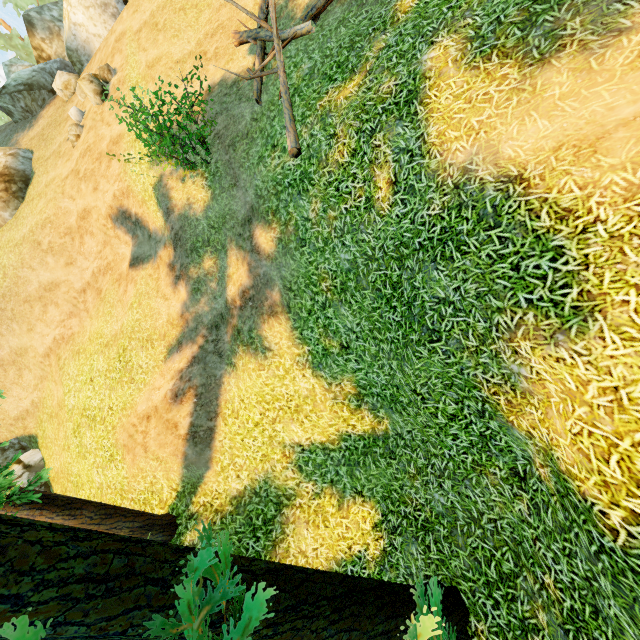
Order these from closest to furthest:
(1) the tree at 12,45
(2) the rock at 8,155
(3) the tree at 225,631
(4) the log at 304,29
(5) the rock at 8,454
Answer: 1. (3) the tree at 225,631
2. (4) the log at 304,29
3. (5) the rock at 8,454
4. (2) the rock at 8,155
5. (1) the tree at 12,45

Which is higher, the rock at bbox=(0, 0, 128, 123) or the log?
the rock at bbox=(0, 0, 128, 123)

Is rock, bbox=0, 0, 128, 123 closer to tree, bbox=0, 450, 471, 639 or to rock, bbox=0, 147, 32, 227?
rock, bbox=0, 147, 32, 227

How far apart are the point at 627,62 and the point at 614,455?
4.1m

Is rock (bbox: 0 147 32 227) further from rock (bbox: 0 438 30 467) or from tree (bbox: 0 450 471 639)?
rock (bbox: 0 438 30 467)

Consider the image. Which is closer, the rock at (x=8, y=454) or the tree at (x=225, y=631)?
the tree at (x=225, y=631)

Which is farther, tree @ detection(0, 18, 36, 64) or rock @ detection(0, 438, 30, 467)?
tree @ detection(0, 18, 36, 64)

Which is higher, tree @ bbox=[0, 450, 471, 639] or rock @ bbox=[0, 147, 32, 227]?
rock @ bbox=[0, 147, 32, 227]
